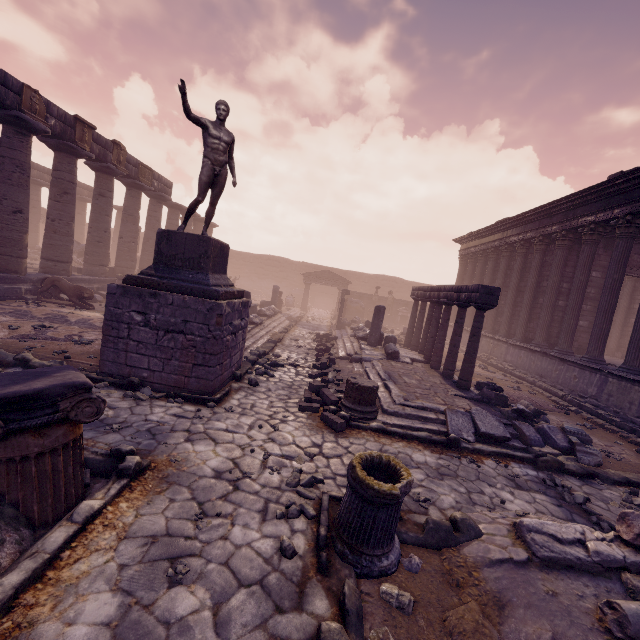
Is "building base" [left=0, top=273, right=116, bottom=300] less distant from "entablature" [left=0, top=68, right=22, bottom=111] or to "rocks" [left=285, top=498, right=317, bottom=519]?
"entablature" [left=0, top=68, right=22, bottom=111]

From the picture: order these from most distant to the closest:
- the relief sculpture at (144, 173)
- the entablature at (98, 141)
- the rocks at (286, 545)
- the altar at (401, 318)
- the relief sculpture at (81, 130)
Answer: the altar at (401, 318) < the relief sculpture at (144, 173) < the entablature at (98, 141) < the relief sculpture at (81, 130) < the rocks at (286, 545)

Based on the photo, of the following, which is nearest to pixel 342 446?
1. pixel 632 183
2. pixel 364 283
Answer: pixel 632 183

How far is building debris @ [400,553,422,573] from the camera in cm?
333

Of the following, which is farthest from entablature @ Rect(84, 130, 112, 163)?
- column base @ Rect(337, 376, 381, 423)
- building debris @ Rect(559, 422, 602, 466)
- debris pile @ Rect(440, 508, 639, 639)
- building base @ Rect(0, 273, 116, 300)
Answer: building debris @ Rect(559, 422, 602, 466)

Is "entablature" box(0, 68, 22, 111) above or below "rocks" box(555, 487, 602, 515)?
above

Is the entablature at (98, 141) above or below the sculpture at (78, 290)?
above

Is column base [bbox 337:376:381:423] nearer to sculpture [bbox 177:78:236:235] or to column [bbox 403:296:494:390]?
sculpture [bbox 177:78:236:235]
